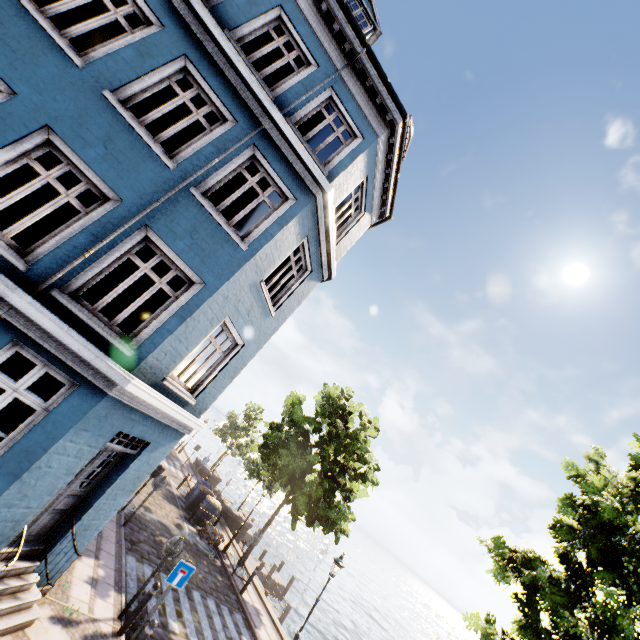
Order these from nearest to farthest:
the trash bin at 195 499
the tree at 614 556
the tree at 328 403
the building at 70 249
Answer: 1. the building at 70 249
2. the tree at 614 556
3. the tree at 328 403
4. the trash bin at 195 499

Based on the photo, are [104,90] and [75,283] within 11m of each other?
yes

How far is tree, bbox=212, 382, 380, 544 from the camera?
15.3 meters

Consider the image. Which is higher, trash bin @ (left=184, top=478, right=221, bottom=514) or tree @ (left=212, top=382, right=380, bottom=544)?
tree @ (left=212, top=382, right=380, bottom=544)

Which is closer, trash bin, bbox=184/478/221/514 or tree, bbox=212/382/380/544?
tree, bbox=212/382/380/544

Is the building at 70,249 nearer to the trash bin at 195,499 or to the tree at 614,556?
the tree at 614,556

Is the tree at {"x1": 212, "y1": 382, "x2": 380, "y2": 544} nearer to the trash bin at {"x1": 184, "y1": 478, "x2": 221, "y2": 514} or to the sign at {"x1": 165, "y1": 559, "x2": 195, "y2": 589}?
the trash bin at {"x1": 184, "y1": 478, "x2": 221, "y2": 514}
